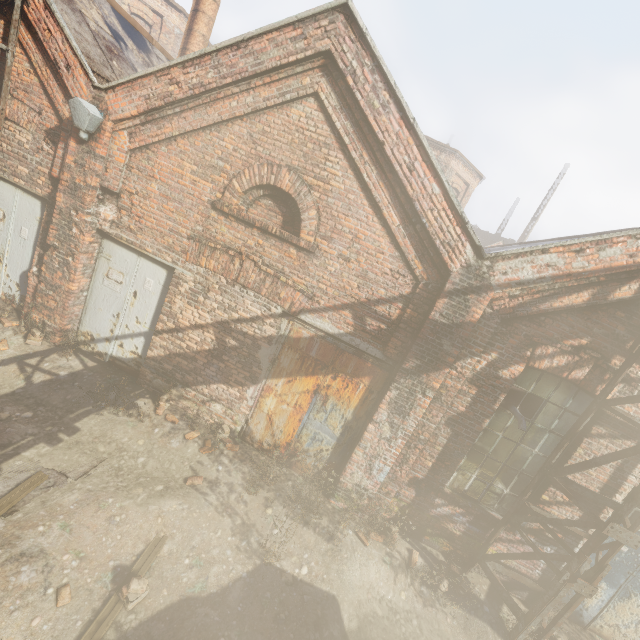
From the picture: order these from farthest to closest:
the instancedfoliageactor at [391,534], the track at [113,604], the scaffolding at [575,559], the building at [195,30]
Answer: the building at [195,30] < the instancedfoliageactor at [391,534] < the scaffolding at [575,559] < the track at [113,604]

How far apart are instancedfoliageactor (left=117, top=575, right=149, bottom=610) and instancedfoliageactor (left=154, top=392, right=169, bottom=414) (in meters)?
2.64

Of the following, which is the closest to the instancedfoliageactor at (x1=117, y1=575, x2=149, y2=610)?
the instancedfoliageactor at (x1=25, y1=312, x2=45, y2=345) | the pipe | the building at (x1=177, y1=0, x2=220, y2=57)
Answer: the instancedfoliageactor at (x1=25, y1=312, x2=45, y2=345)

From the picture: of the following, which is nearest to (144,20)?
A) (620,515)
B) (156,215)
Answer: (156,215)

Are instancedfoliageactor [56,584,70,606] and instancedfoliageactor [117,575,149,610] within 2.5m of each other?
yes

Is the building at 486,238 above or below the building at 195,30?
above

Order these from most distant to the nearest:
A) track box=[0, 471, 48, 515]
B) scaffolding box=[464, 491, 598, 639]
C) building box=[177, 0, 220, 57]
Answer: building box=[177, 0, 220, 57]
scaffolding box=[464, 491, 598, 639]
track box=[0, 471, 48, 515]

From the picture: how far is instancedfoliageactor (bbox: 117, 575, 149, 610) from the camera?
3.53m
